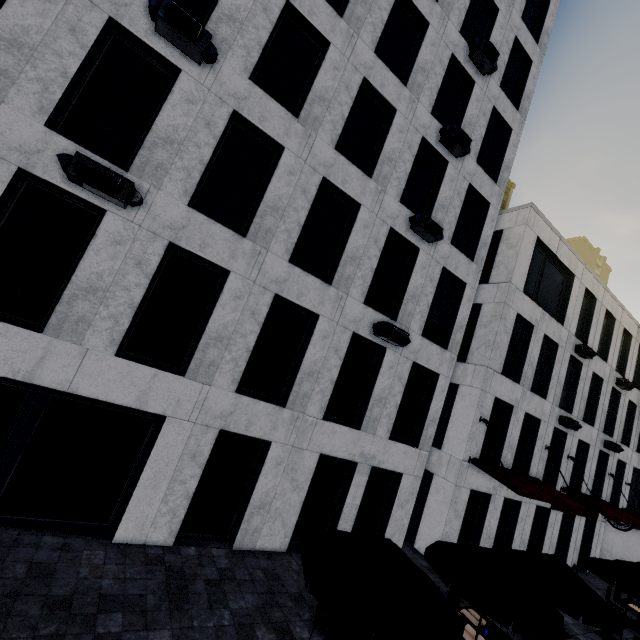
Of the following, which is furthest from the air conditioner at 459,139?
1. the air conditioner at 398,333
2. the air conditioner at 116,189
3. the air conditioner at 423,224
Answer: the air conditioner at 116,189

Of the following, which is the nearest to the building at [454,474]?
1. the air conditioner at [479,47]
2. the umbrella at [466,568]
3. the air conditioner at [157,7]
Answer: the umbrella at [466,568]

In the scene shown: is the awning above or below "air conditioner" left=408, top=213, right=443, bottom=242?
below

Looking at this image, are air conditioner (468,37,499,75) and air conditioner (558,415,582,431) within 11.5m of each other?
no

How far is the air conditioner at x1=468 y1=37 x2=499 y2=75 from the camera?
12.2 meters

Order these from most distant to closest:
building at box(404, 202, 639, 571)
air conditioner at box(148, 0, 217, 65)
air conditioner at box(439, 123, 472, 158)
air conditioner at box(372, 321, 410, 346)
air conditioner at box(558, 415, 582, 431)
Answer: air conditioner at box(558, 415, 582, 431), building at box(404, 202, 639, 571), air conditioner at box(439, 123, 472, 158), air conditioner at box(372, 321, 410, 346), air conditioner at box(148, 0, 217, 65)

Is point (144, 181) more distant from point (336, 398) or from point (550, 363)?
point (550, 363)

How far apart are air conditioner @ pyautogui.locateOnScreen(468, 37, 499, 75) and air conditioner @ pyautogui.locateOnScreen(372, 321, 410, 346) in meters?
11.2
